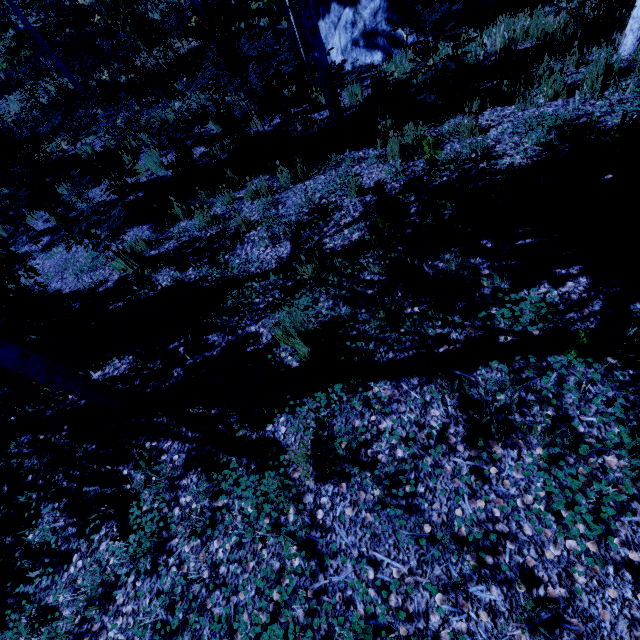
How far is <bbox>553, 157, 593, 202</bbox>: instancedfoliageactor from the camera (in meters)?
2.93

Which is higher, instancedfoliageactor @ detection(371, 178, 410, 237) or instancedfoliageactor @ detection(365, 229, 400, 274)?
instancedfoliageactor @ detection(371, 178, 410, 237)

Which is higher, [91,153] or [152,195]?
[152,195]

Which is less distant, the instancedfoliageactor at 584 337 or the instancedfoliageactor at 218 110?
the instancedfoliageactor at 584 337

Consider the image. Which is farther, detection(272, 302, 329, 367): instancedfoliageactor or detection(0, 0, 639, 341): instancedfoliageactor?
detection(0, 0, 639, 341): instancedfoliageactor
